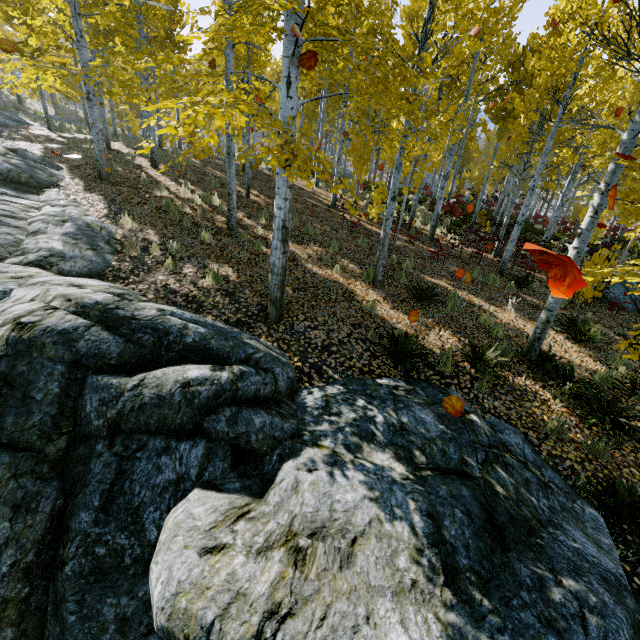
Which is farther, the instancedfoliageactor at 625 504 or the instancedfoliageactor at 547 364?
the instancedfoliageactor at 547 364

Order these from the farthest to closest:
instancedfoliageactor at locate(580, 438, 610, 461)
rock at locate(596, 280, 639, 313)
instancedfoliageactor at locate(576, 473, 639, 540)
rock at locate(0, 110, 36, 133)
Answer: rock at locate(0, 110, 36, 133)
rock at locate(596, 280, 639, 313)
instancedfoliageactor at locate(580, 438, 610, 461)
instancedfoliageactor at locate(576, 473, 639, 540)

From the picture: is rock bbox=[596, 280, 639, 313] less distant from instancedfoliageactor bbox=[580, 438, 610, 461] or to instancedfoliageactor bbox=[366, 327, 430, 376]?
instancedfoliageactor bbox=[580, 438, 610, 461]

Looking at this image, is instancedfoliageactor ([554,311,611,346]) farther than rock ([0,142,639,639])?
Yes

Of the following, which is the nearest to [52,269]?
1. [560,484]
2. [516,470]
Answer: [516,470]

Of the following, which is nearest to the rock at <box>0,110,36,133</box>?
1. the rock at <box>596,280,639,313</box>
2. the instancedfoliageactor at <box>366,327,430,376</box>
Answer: the instancedfoliageactor at <box>366,327,430,376</box>

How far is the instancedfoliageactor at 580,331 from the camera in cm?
718

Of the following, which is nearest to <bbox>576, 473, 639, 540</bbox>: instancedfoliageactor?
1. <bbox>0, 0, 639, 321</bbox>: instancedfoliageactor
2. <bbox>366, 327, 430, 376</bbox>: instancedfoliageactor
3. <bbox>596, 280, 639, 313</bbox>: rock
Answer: <bbox>0, 0, 639, 321</bbox>: instancedfoliageactor
